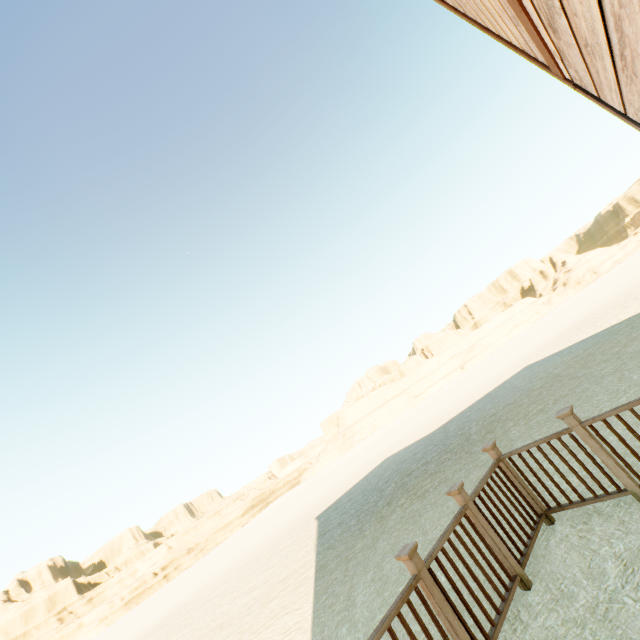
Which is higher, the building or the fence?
the building

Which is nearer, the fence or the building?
the building

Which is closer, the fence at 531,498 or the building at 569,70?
the building at 569,70

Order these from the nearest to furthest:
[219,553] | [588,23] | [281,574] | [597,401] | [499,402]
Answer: [588,23] → [597,401] → [281,574] → [499,402] → [219,553]

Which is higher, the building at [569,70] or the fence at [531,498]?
the building at [569,70]
